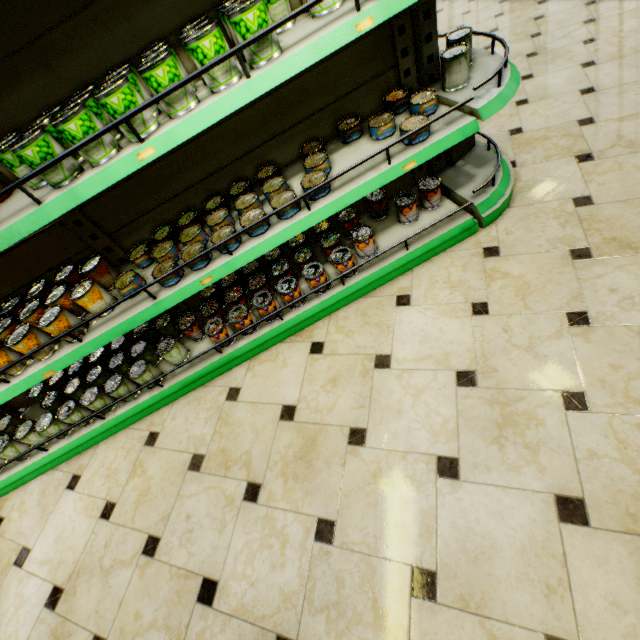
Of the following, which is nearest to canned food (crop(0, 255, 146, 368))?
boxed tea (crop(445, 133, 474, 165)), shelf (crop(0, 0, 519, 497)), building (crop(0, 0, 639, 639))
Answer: shelf (crop(0, 0, 519, 497))

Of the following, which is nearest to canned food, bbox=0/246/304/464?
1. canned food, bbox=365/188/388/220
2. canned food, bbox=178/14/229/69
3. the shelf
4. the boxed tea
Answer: the shelf

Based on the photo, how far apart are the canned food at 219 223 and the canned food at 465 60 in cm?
75

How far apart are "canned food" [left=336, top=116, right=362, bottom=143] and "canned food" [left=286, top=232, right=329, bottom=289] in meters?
0.7 m

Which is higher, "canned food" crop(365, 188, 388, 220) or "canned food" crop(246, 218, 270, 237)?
"canned food" crop(246, 218, 270, 237)

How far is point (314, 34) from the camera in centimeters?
121cm

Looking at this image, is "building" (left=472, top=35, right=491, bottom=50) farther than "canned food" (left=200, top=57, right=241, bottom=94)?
Yes

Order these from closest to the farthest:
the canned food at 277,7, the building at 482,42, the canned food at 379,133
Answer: the canned food at 277,7, the canned food at 379,133, the building at 482,42
